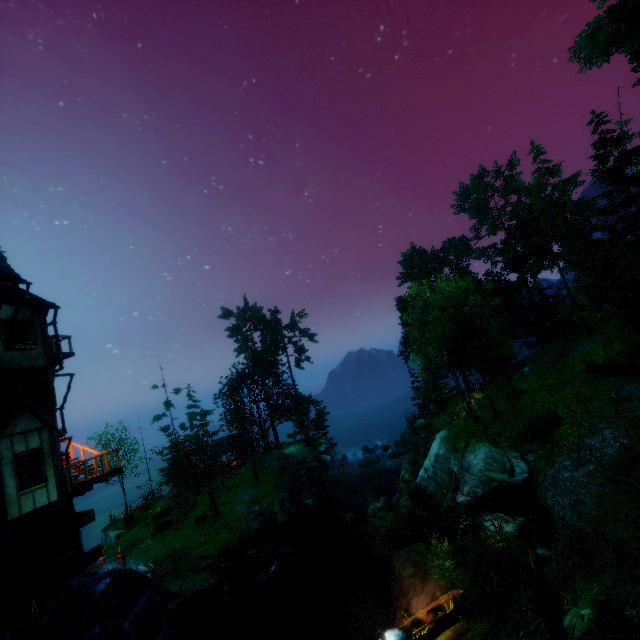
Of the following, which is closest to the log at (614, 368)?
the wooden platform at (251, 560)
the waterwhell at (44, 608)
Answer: the wooden platform at (251, 560)

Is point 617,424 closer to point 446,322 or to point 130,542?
point 446,322

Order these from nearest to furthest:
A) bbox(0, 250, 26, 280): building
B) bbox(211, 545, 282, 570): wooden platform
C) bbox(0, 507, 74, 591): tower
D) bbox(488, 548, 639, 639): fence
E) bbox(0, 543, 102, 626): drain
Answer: bbox(488, 548, 639, 639): fence, bbox(0, 543, 102, 626): drain, bbox(0, 507, 74, 591): tower, bbox(0, 250, 26, 280): building, bbox(211, 545, 282, 570): wooden platform

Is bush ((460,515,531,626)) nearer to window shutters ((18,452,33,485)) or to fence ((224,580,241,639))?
fence ((224,580,241,639))

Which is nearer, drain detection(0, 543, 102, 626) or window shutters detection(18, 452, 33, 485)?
drain detection(0, 543, 102, 626)

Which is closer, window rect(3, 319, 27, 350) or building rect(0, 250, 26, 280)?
window rect(3, 319, 27, 350)

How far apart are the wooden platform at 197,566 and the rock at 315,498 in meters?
8.2 m

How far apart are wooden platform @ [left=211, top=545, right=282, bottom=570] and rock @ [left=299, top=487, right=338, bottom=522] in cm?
818
